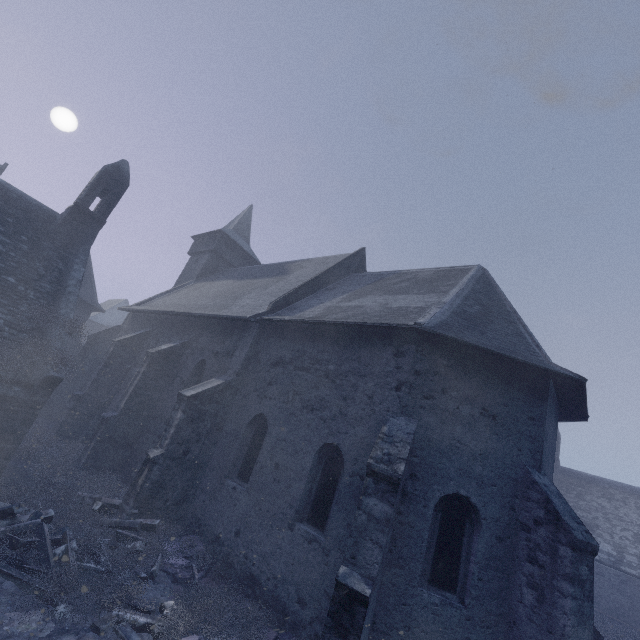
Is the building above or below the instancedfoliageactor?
above

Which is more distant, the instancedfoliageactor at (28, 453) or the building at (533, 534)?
the building at (533, 534)

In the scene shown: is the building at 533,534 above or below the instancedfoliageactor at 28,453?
→ above

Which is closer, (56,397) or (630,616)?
(56,397)

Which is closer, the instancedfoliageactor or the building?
the instancedfoliageactor
